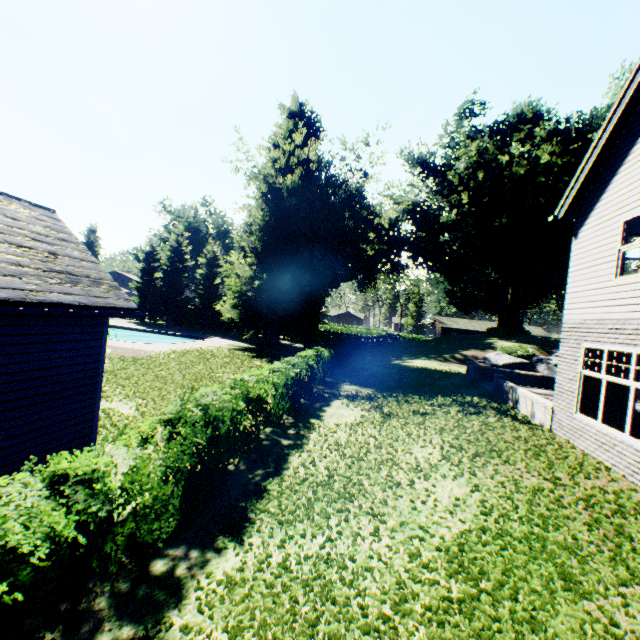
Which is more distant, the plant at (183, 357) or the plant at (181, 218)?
the plant at (181, 218)

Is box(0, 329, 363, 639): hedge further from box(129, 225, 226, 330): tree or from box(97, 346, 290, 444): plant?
box(129, 225, 226, 330): tree

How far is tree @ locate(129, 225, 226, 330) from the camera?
43.6 meters

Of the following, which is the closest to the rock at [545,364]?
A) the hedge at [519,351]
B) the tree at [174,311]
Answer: the hedge at [519,351]

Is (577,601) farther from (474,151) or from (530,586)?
(474,151)

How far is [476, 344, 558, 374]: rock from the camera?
28.25m

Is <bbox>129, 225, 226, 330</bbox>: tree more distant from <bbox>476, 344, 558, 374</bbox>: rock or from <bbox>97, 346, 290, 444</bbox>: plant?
<bbox>476, 344, 558, 374</bbox>: rock

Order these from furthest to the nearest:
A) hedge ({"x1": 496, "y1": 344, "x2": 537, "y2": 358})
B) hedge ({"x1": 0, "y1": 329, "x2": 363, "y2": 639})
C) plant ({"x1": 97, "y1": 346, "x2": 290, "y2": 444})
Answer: hedge ({"x1": 496, "y1": 344, "x2": 537, "y2": 358}), plant ({"x1": 97, "y1": 346, "x2": 290, "y2": 444}), hedge ({"x1": 0, "y1": 329, "x2": 363, "y2": 639})
